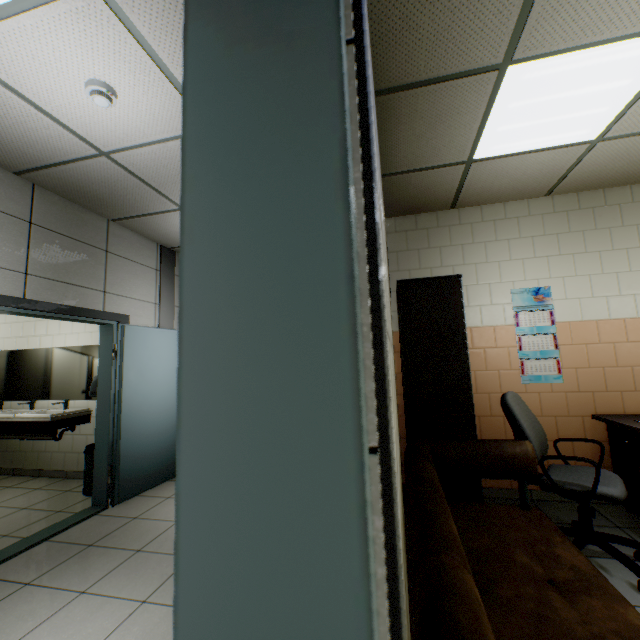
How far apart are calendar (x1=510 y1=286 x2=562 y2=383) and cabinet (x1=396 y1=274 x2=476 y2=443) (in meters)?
0.74

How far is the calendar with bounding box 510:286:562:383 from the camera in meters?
3.5 m

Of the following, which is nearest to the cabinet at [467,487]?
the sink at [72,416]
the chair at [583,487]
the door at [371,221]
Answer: the chair at [583,487]

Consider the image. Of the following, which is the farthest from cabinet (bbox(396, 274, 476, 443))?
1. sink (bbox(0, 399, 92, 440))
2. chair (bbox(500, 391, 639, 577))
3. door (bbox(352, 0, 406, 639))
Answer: sink (bbox(0, 399, 92, 440))

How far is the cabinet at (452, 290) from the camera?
2.6 meters

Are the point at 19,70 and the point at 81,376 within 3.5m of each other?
no

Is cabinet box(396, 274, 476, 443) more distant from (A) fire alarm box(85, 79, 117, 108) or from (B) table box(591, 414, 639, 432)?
(A) fire alarm box(85, 79, 117, 108)

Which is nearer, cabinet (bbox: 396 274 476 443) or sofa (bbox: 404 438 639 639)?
sofa (bbox: 404 438 639 639)
